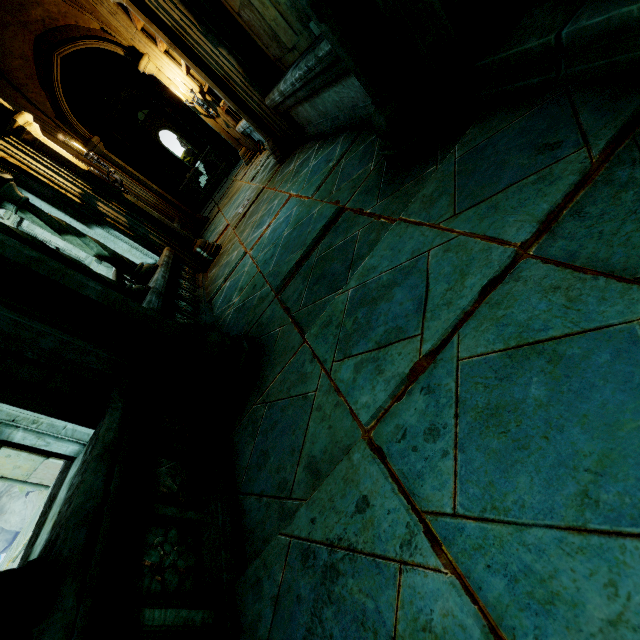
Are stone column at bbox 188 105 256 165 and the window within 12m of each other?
no

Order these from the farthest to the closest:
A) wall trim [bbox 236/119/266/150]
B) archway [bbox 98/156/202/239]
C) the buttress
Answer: archway [bbox 98/156/202/239] → wall trim [bbox 236/119/266/150] → the buttress

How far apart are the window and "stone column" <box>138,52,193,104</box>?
18.3 meters

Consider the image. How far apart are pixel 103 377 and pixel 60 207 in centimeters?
392cm

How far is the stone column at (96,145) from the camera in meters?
8.0 m

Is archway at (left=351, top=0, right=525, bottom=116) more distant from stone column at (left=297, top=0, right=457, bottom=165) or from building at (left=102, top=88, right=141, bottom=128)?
building at (left=102, top=88, right=141, bottom=128)

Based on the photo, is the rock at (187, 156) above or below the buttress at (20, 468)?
above

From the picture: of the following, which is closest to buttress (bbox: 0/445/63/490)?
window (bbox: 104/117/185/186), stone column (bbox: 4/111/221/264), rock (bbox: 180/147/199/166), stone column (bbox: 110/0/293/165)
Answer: stone column (bbox: 4/111/221/264)
